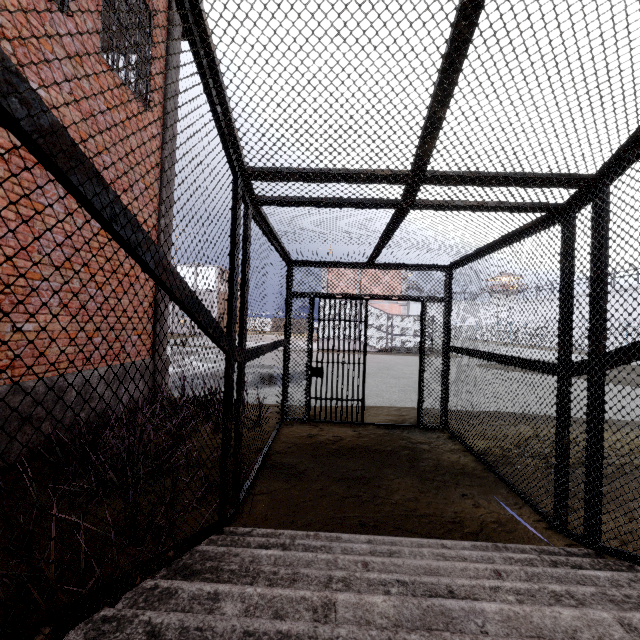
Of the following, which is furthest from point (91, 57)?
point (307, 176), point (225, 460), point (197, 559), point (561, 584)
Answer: point (561, 584)

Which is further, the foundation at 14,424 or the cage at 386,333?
the cage at 386,333

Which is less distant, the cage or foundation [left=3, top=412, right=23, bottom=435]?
foundation [left=3, top=412, right=23, bottom=435]

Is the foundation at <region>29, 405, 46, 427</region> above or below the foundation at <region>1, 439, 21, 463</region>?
above

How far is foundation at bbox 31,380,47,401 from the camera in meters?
4.1 m
